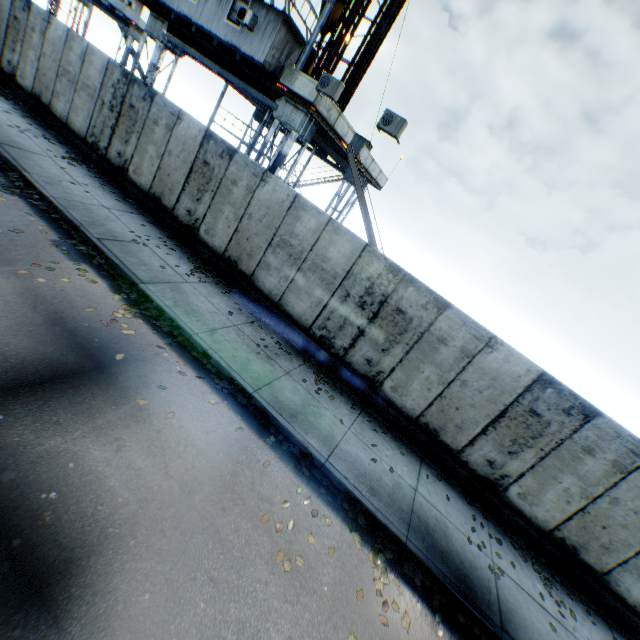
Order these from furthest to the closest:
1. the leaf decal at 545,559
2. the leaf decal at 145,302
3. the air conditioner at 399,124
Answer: the air conditioner at 399,124 < the leaf decal at 545,559 < the leaf decal at 145,302

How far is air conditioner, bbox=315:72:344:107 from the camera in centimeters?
1105cm

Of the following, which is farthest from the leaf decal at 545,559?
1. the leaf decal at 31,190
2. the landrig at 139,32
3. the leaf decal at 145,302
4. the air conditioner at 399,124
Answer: the landrig at 139,32

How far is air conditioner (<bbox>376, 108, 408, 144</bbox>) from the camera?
10.4 meters

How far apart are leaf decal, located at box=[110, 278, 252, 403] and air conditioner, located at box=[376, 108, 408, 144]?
9.0 meters

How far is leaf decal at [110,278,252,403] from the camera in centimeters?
638cm

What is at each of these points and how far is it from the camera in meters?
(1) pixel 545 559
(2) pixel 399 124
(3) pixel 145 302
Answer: (1) leaf decal, 7.3
(2) air conditioner, 10.4
(3) leaf decal, 7.1

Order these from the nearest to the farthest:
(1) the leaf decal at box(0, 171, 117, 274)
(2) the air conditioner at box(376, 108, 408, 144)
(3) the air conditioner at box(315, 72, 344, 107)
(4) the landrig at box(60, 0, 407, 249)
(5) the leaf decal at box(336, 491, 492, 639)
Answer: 1. (5) the leaf decal at box(336, 491, 492, 639)
2. (1) the leaf decal at box(0, 171, 117, 274)
3. (2) the air conditioner at box(376, 108, 408, 144)
4. (3) the air conditioner at box(315, 72, 344, 107)
5. (4) the landrig at box(60, 0, 407, 249)
